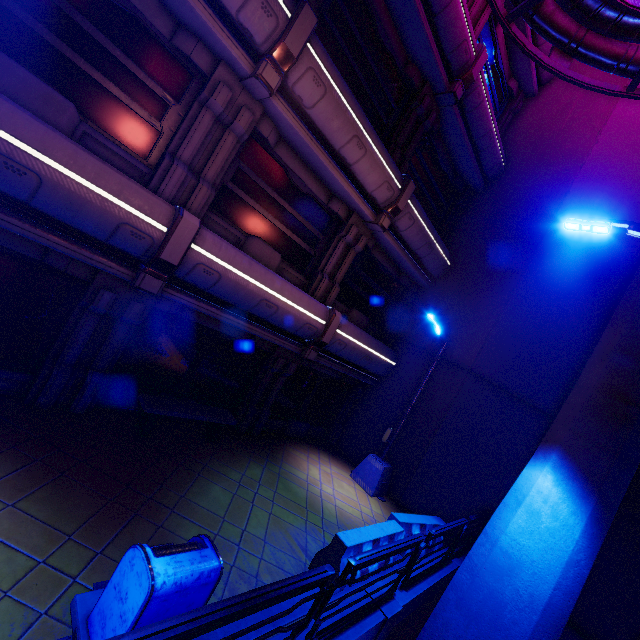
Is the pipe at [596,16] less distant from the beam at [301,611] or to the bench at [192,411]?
the bench at [192,411]

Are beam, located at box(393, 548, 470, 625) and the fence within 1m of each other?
yes

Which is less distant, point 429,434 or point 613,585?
point 613,585

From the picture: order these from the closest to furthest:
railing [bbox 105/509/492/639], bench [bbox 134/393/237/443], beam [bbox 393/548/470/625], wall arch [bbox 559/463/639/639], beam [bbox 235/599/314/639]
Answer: railing [bbox 105/509/492/639]
beam [bbox 235/599/314/639]
beam [bbox 393/548/470/625]
bench [bbox 134/393/237/443]
wall arch [bbox 559/463/639/639]

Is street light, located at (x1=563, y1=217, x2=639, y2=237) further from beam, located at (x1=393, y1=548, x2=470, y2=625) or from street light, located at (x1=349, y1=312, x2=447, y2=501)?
beam, located at (x1=393, y1=548, x2=470, y2=625)

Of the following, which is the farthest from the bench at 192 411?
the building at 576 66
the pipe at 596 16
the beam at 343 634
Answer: the pipe at 596 16

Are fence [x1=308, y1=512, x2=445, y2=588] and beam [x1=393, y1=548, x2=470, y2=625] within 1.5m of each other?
yes

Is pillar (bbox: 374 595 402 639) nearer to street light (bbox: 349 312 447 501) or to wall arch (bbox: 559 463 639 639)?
street light (bbox: 349 312 447 501)
